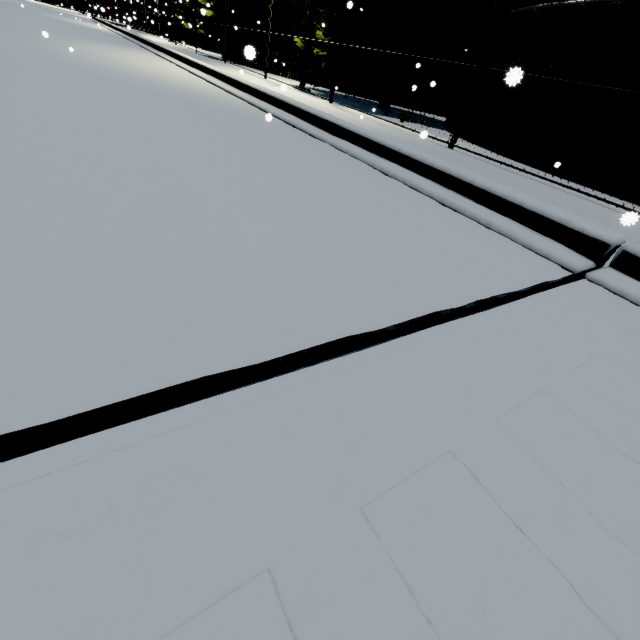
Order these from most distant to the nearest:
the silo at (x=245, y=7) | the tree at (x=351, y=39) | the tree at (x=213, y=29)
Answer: the tree at (x=213, y=29) < the silo at (x=245, y=7) < the tree at (x=351, y=39)

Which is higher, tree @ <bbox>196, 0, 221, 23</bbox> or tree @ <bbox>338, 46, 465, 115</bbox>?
tree @ <bbox>196, 0, 221, 23</bbox>

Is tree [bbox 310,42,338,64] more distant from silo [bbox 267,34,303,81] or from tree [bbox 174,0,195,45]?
tree [bbox 174,0,195,45]

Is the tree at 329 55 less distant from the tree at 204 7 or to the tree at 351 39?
the tree at 351 39

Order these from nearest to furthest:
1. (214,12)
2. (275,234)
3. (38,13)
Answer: (275,234) < (38,13) < (214,12)

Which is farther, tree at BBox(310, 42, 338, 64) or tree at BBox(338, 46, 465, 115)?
tree at BBox(310, 42, 338, 64)

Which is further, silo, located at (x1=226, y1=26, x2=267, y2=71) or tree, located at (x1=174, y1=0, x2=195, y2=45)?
tree, located at (x1=174, y1=0, x2=195, y2=45)

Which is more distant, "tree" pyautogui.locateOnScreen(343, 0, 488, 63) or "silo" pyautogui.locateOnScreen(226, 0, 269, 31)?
"silo" pyautogui.locateOnScreen(226, 0, 269, 31)
